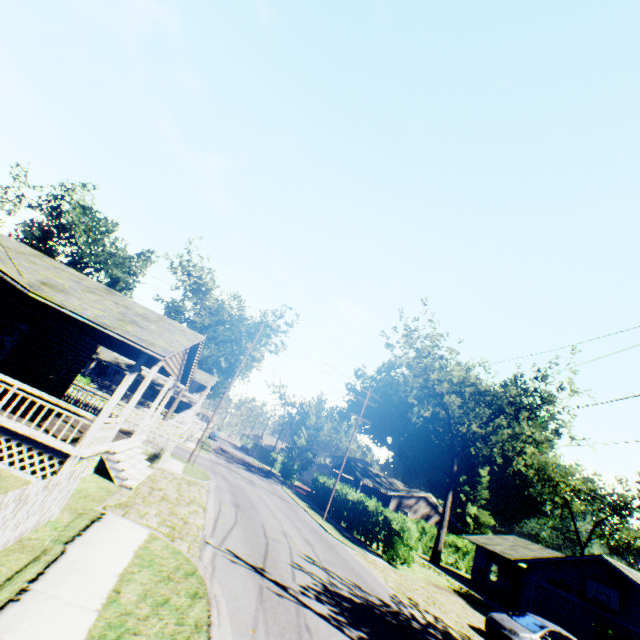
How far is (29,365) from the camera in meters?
13.7

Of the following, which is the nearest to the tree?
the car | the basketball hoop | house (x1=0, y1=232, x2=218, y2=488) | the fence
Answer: house (x1=0, y1=232, x2=218, y2=488)

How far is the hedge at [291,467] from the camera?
50.1m

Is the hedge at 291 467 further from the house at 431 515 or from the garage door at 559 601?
the garage door at 559 601

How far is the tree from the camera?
38.0m

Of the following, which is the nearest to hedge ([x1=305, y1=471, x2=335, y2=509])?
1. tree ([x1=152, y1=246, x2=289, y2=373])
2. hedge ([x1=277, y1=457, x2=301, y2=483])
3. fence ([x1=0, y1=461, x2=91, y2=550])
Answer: hedge ([x1=277, y1=457, x2=301, y2=483])

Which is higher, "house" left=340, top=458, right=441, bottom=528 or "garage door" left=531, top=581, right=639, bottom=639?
"house" left=340, top=458, right=441, bottom=528

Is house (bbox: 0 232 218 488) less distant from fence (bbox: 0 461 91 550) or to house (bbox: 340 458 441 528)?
fence (bbox: 0 461 91 550)
